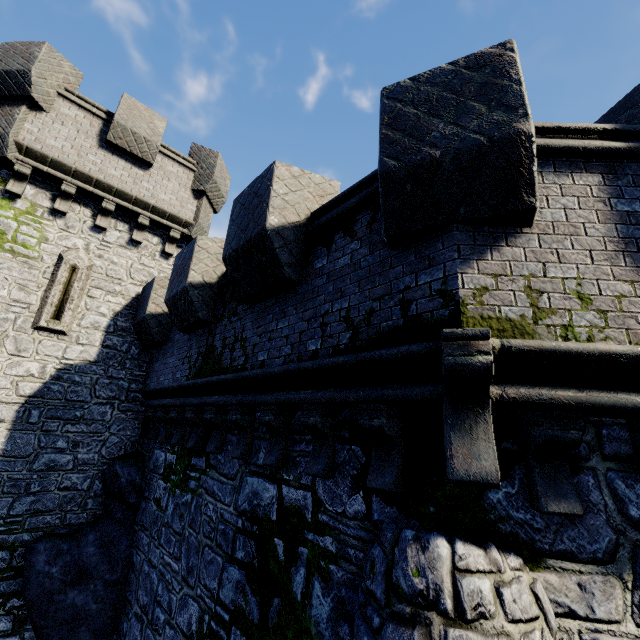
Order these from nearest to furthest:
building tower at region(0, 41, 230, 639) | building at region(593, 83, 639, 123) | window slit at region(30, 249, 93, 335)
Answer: building tower at region(0, 41, 230, 639), window slit at region(30, 249, 93, 335), building at region(593, 83, 639, 123)

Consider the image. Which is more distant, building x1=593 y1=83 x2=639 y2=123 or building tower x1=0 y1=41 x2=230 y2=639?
building x1=593 y1=83 x2=639 y2=123

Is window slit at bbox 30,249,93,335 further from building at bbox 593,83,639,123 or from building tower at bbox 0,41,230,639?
building at bbox 593,83,639,123

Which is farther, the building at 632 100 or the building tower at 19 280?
the building at 632 100

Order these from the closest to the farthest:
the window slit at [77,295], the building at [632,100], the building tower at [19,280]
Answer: the building tower at [19,280] → the window slit at [77,295] → the building at [632,100]

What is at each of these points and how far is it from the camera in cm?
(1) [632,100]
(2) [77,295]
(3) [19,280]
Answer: (1) building, 910
(2) window slit, 898
(3) building tower, 831

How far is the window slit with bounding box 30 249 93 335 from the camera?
8.45m
